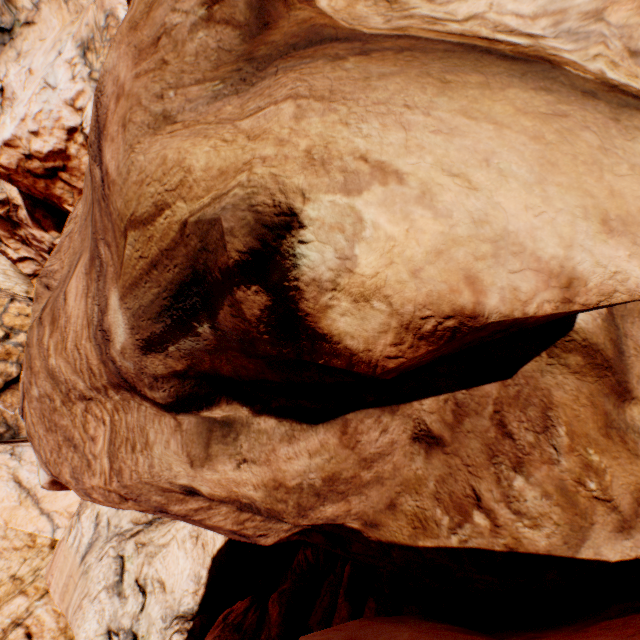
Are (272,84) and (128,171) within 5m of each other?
yes
